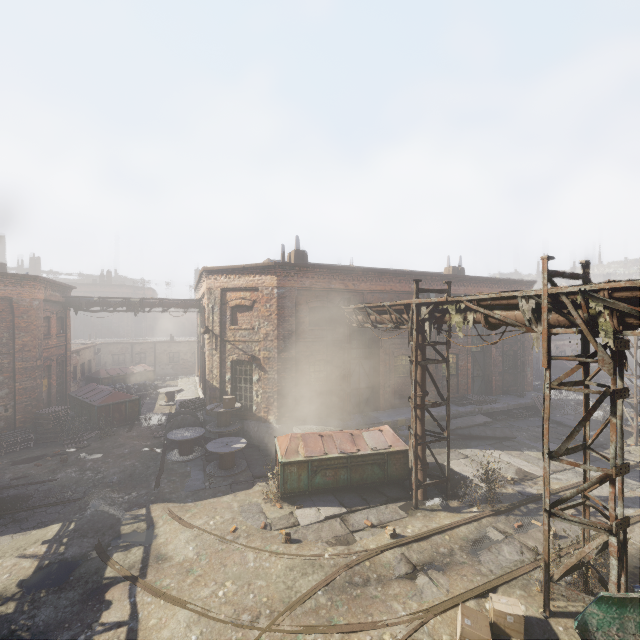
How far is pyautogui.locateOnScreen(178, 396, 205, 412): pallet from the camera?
16.9 meters

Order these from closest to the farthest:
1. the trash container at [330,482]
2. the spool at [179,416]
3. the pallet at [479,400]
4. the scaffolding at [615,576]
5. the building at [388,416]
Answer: the scaffolding at [615,576] < the trash container at [330,482] < the spool at [179,416] < the building at [388,416] < the pallet at [479,400]

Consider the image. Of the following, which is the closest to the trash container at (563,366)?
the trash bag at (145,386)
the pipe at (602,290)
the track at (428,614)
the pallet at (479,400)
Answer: the track at (428,614)

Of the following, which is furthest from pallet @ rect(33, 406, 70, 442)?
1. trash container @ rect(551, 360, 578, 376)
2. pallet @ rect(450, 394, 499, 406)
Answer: trash container @ rect(551, 360, 578, 376)

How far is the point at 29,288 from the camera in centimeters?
1544cm

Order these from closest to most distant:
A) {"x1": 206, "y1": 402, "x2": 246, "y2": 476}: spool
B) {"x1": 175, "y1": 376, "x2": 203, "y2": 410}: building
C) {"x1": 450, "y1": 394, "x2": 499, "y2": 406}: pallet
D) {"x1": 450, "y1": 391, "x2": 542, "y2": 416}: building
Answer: {"x1": 206, "y1": 402, "x2": 246, "y2": 476}: spool < {"x1": 450, "y1": 391, "x2": 542, "y2": 416}: building < {"x1": 450, "y1": 394, "x2": 499, "y2": 406}: pallet < {"x1": 175, "y1": 376, "x2": 203, "y2": 410}: building

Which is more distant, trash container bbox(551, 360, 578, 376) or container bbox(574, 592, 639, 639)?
trash container bbox(551, 360, 578, 376)

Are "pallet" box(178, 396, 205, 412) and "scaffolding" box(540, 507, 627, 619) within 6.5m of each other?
no
